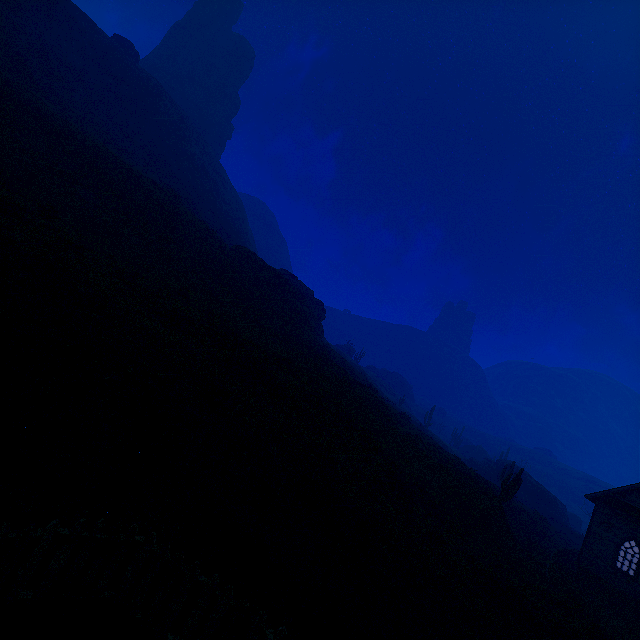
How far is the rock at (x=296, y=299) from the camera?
35.2 meters

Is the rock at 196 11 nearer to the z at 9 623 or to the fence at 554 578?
the z at 9 623

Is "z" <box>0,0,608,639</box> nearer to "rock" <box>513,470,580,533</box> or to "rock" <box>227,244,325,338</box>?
"rock" <box>227,244,325,338</box>

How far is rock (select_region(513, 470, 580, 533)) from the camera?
41.6 meters

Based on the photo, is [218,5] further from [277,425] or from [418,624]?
[418,624]

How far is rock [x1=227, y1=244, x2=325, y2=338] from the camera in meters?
35.2 m

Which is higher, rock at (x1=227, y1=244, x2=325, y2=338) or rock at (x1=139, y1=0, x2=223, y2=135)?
rock at (x1=139, y1=0, x2=223, y2=135)

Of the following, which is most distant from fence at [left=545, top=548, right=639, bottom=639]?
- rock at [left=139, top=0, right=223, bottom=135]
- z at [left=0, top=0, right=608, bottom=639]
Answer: rock at [left=139, top=0, right=223, bottom=135]
